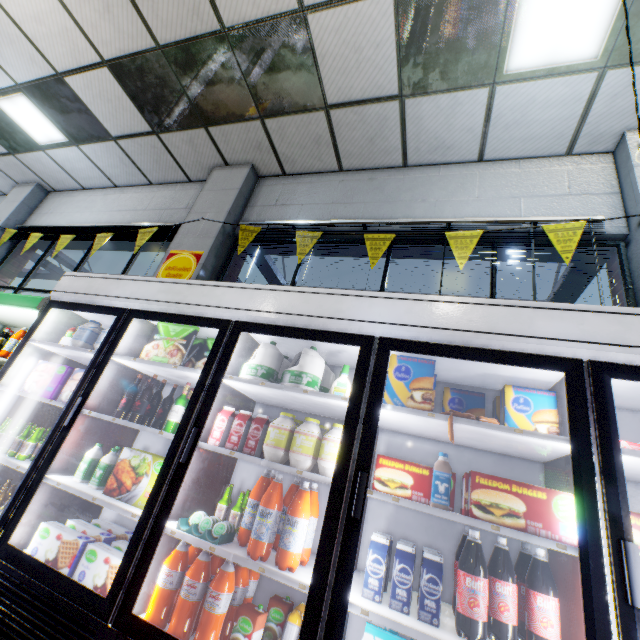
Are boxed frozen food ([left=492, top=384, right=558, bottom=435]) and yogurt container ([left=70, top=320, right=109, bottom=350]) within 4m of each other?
yes

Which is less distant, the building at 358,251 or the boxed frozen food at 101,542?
the boxed frozen food at 101,542

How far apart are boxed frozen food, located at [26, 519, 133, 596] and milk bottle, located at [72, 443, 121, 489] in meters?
0.3 m

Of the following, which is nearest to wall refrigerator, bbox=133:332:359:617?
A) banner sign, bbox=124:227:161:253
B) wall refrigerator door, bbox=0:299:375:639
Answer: wall refrigerator door, bbox=0:299:375:639

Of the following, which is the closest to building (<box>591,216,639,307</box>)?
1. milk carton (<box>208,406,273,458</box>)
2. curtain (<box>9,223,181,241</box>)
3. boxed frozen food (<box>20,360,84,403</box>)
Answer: curtain (<box>9,223,181,241</box>)

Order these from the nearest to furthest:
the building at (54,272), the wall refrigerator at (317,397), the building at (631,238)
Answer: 1. the wall refrigerator at (317,397)
2. the building at (631,238)
3. the building at (54,272)

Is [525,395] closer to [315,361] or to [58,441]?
[315,361]

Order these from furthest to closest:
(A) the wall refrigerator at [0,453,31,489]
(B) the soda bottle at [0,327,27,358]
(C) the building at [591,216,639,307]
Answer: (B) the soda bottle at [0,327,27,358] < (C) the building at [591,216,639,307] < (A) the wall refrigerator at [0,453,31,489]
